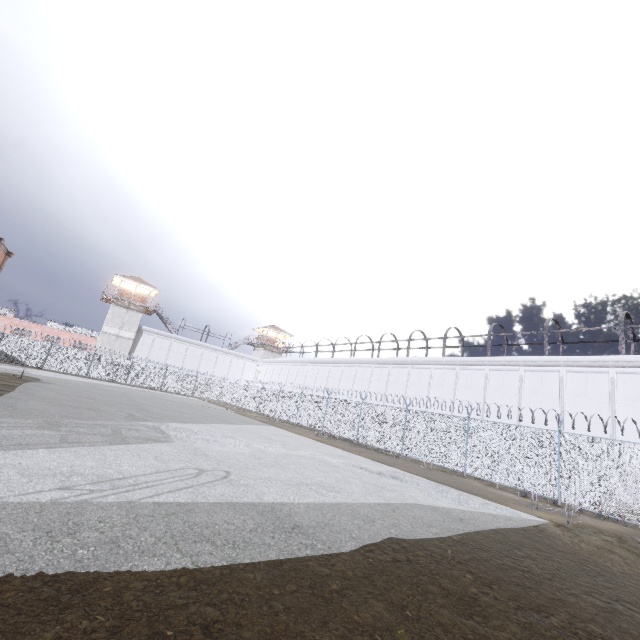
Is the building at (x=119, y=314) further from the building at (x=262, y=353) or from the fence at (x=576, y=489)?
the building at (x=262, y=353)

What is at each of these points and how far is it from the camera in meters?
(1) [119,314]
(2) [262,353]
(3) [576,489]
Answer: (1) building, 45.1 m
(2) building, 57.5 m
(3) fence, 12.6 m

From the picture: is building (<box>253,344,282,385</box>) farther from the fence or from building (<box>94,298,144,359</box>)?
building (<box>94,298,144,359</box>)

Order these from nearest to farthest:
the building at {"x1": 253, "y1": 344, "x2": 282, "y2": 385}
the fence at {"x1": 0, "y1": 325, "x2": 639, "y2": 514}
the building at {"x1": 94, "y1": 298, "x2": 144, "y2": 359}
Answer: the fence at {"x1": 0, "y1": 325, "x2": 639, "y2": 514}
the building at {"x1": 94, "y1": 298, "x2": 144, "y2": 359}
the building at {"x1": 253, "y1": 344, "x2": 282, "y2": 385}

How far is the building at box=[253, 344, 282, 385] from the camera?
56.68m

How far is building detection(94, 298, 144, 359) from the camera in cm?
4384

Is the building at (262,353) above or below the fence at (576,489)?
above
